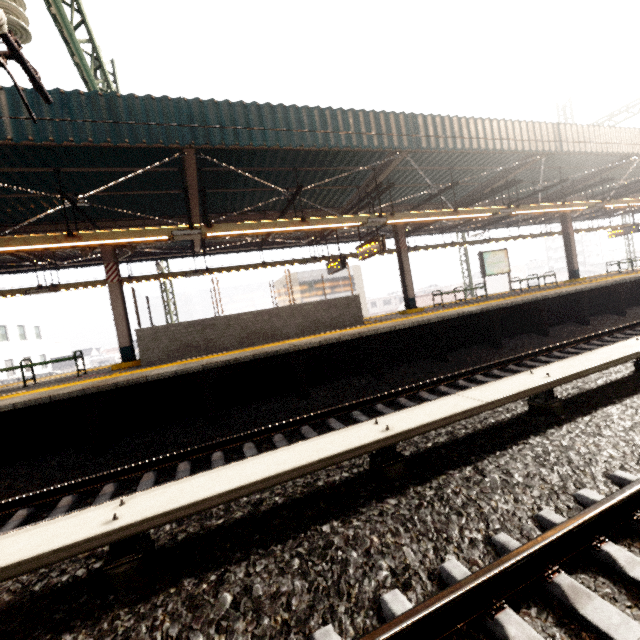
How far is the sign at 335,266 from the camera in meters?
12.5 m

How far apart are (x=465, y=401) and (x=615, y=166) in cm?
1376

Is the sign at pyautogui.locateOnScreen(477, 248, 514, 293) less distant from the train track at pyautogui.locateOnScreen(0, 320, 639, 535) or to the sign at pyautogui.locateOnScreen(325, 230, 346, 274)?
the train track at pyautogui.locateOnScreen(0, 320, 639, 535)

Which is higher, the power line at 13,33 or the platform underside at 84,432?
the power line at 13,33

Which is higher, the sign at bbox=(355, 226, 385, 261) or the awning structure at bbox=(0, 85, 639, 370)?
the awning structure at bbox=(0, 85, 639, 370)

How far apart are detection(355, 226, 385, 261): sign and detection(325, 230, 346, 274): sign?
1.4 meters

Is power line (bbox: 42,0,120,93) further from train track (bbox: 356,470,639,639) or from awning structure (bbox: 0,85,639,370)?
train track (bbox: 356,470,639,639)

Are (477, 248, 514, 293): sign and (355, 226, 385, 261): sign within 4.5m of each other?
no
